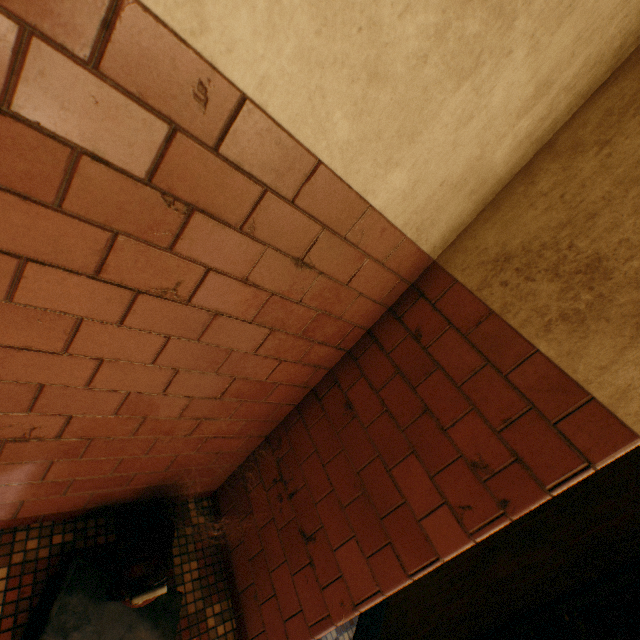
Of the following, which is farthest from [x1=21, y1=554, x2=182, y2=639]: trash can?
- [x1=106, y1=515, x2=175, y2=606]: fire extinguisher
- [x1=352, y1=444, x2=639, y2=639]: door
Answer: [x1=352, y1=444, x2=639, y2=639]: door

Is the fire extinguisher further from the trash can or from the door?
the door

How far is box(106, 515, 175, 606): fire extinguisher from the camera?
1.16m

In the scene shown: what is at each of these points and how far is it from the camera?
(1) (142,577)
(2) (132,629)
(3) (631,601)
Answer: (1) fire extinguisher, 1.2 meters
(2) trash can, 1.3 meters
(3) door, 0.9 meters

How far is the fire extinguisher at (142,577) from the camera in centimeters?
116cm

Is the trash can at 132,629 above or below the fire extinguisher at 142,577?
below

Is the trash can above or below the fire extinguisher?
below
